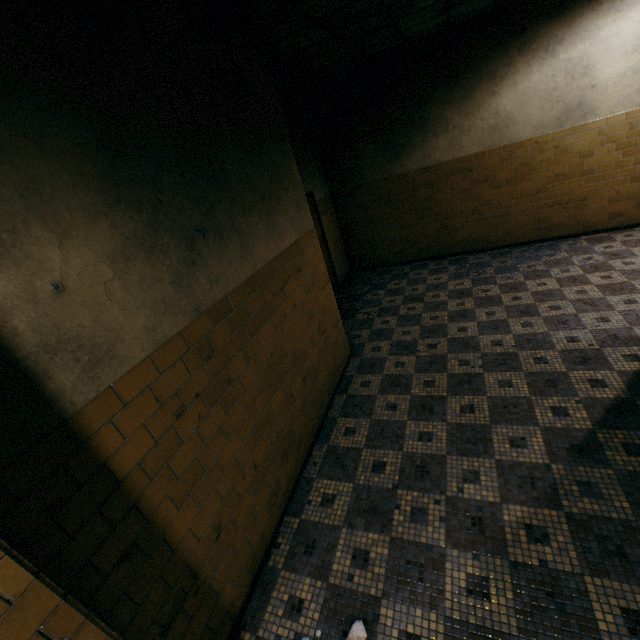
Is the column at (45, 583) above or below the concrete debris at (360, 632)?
above

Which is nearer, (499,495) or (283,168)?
(499,495)

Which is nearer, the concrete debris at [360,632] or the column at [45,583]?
the column at [45,583]

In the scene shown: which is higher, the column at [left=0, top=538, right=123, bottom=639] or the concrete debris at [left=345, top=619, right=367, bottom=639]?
the column at [left=0, top=538, right=123, bottom=639]

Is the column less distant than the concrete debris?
Yes
